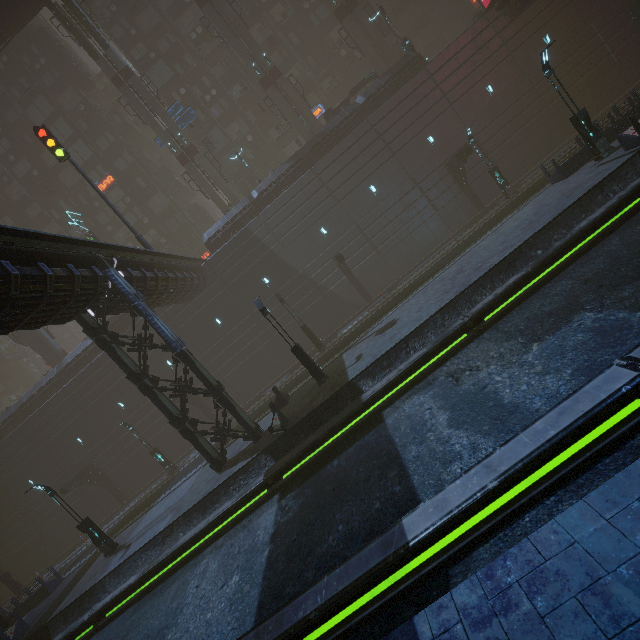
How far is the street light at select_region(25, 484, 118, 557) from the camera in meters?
17.6 m

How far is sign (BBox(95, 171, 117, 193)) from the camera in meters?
36.4

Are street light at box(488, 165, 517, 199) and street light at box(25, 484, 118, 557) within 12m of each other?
no

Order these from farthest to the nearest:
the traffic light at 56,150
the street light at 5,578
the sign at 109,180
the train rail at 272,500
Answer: the sign at 109,180, the street light at 5,578, the traffic light at 56,150, the train rail at 272,500

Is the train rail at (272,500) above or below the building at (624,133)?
below

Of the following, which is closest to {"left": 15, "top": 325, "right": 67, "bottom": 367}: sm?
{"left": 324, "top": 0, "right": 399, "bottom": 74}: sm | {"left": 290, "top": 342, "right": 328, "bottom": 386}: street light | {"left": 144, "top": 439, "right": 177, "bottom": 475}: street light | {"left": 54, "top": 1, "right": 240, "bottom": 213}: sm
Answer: {"left": 144, "top": 439, "right": 177, "bottom": 475}: street light

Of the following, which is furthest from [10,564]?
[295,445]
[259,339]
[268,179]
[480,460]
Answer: [480,460]

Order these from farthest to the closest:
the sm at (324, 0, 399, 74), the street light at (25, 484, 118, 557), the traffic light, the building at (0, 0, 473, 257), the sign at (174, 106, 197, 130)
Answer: the building at (0, 0, 473, 257), the sign at (174, 106, 197, 130), the sm at (324, 0, 399, 74), the traffic light, the street light at (25, 484, 118, 557)
